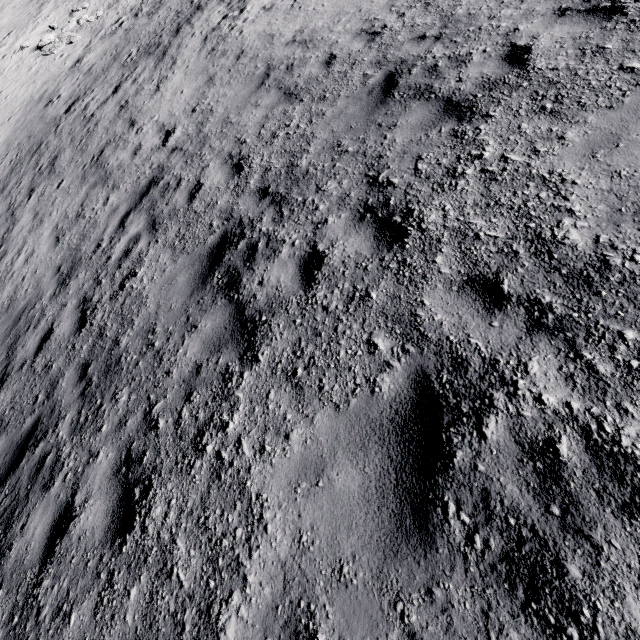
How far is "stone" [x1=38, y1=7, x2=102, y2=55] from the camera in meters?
18.9

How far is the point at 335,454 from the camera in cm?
265

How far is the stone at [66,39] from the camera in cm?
1891
